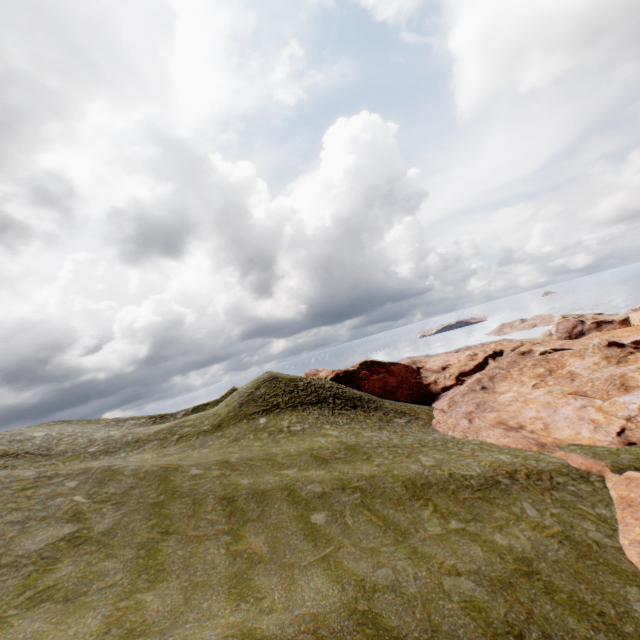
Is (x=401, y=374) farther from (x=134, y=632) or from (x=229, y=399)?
(x=134, y=632)
